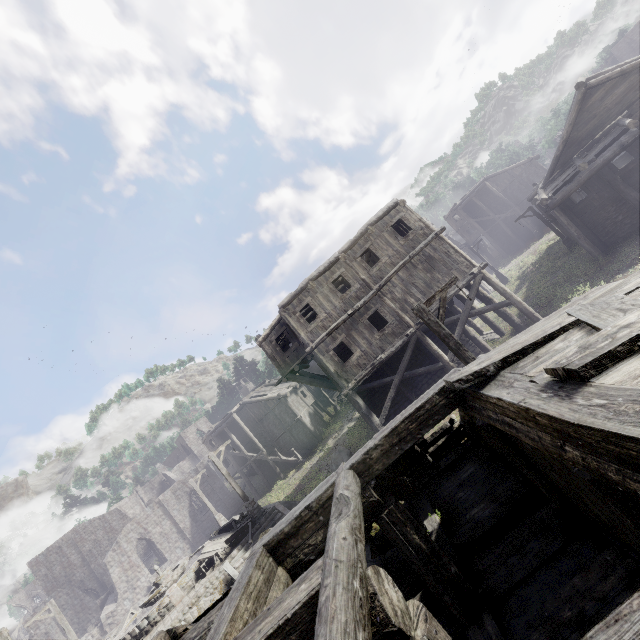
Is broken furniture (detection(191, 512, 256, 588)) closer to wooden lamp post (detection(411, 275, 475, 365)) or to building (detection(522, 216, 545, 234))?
building (detection(522, 216, 545, 234))

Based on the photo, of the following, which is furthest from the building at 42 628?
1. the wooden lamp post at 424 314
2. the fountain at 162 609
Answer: the fountain at 162 609

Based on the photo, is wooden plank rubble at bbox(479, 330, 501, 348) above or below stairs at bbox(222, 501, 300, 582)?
below

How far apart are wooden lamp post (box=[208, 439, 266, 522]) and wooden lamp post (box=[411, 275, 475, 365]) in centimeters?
1536cm

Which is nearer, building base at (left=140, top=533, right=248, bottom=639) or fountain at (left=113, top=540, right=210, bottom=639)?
building base at (left=140, top=533, right=248, bottom=639)

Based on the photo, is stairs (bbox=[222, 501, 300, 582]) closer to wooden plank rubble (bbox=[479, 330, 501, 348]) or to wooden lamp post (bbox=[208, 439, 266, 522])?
wooden lamp post (bbox=[208, 439, 266, 522])

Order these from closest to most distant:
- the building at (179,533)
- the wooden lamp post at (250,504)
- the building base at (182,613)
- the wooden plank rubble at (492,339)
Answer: the building base at (182,613), the wooden lamp post at (250,504), the wooden plank rubble at (492,339), the building at (179,533)

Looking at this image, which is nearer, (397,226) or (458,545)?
(458,545)
